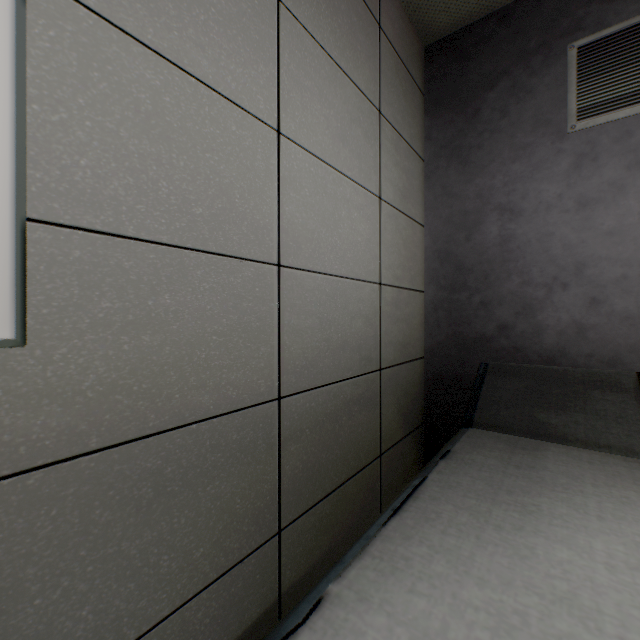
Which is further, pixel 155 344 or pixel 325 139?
pixel 325 139

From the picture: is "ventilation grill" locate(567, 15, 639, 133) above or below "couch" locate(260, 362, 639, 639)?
above

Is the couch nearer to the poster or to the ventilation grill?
the poster

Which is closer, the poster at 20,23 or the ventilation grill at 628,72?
the poster at 20,23

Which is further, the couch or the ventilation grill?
the ventilation grill

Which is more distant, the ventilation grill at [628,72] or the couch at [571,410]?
the ventilation grill at [628,72]

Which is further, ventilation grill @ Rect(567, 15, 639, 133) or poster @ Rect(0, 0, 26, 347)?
ventilation grill @ Rect(567, 15, 639, 133)

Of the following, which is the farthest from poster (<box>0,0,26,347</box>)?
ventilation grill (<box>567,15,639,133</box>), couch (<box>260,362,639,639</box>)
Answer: ventilation grill (<box>567,15,639,133</box>)
